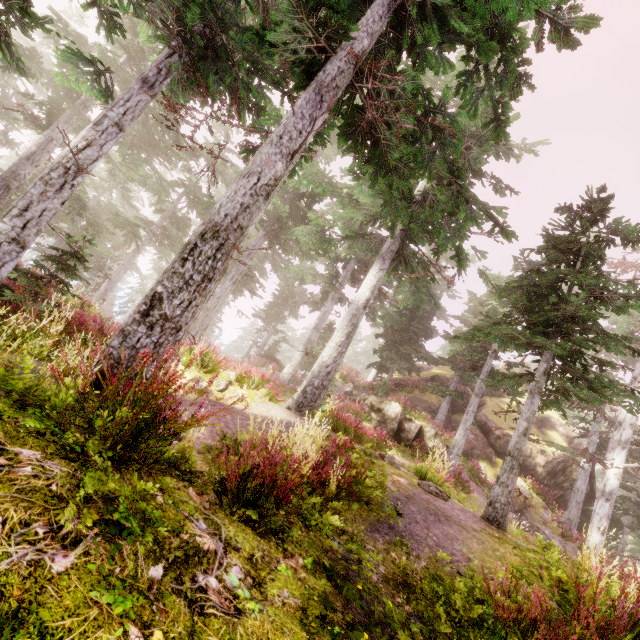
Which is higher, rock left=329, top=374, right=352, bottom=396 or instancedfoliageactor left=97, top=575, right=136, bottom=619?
rock left=329, top=374, right=352, bottom=396

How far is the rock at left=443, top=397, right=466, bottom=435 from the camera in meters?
25.0 m

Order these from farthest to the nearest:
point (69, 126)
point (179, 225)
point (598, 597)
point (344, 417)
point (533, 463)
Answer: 1. point (179, 225)
2. point (533, 463)
3. point (69, 126)
4. point (344, 417)
5. point (598, 597)

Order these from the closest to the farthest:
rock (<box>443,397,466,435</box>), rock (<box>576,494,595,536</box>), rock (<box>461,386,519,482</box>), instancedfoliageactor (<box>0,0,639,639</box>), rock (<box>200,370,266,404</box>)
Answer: instancedfoliageactor (<box>0,0,639,639</box>) → rock (<box>200,370,266,404</box>) → rock (<box>461,386,519,482</box>) → rock (<box>576,494,595,536</box>) → rock (<box>443,397,466,435</box>)

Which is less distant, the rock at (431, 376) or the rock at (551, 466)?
the rock at (551, 466)
